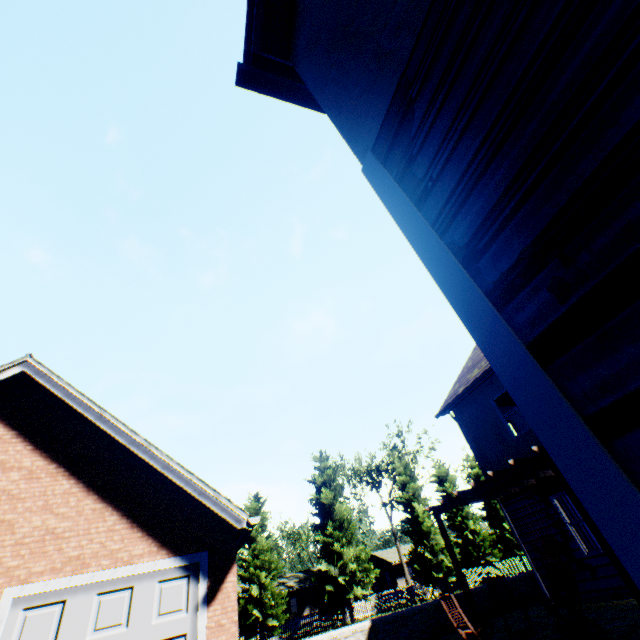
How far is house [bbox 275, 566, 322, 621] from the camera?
44.2 meters

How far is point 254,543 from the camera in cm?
2653

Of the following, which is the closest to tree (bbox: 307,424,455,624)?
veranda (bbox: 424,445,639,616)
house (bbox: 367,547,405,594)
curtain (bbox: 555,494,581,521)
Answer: house (bbox: 367,547,405,594)

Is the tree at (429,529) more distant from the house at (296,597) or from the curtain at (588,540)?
the curtain at (588,540)

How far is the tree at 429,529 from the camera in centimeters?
2695cm

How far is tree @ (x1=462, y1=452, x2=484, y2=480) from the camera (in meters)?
39.94

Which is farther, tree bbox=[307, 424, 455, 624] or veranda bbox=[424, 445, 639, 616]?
tree bbox=[307, 424, 455, 624]

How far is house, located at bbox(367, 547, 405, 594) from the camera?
49.3m
